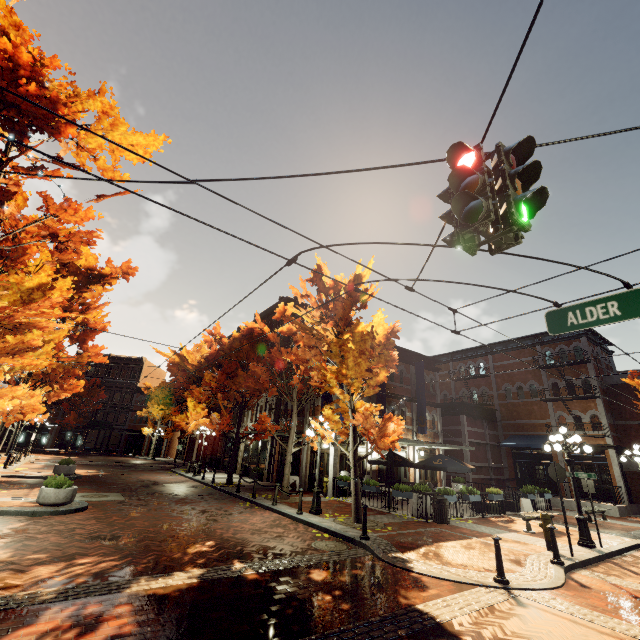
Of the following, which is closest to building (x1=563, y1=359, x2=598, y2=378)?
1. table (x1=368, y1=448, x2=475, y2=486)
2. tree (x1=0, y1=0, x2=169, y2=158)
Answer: tree (x1=0, y1=0, x2=169, y2=158)

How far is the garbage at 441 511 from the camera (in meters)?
12.18

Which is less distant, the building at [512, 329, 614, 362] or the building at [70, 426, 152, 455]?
the building at [512, 329, 614, 362]

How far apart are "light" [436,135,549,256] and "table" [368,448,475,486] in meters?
14.8 m

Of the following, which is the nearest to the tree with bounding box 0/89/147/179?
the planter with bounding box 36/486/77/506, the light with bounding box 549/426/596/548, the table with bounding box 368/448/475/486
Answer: the planter with bounding box 36/486/77/506

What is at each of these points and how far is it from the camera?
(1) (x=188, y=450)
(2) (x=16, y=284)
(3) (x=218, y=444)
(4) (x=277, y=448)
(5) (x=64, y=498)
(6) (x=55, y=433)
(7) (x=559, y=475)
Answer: (1) building, 38.59m
(2) tree, 10.38m
(3) building, 32.53m
(4) building, 23.31m
(5) planter, 10.53m
(6) building, 45.53m
(7) sign, 9.70m

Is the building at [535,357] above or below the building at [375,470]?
above

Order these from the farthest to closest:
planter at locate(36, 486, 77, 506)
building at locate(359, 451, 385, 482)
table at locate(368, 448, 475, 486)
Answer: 1. building at locate(359, 451, 385, 482)
2. table at locate(368, 448, 475, 486)
3. planter at locate(36, 486, 77, 506)
